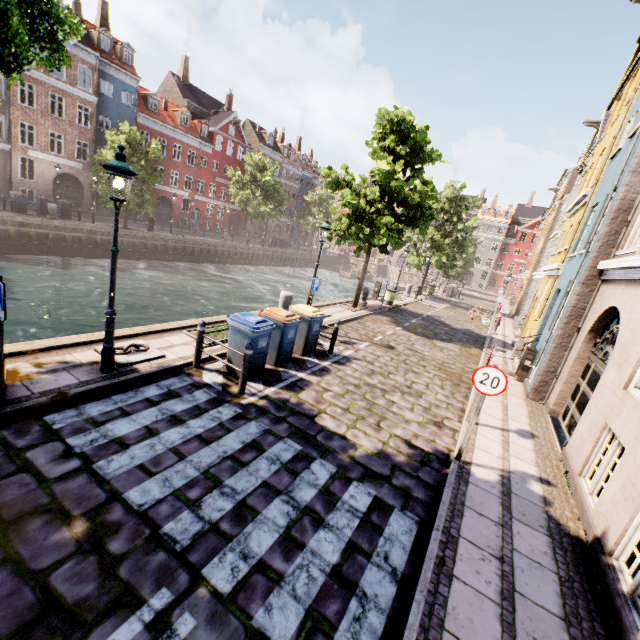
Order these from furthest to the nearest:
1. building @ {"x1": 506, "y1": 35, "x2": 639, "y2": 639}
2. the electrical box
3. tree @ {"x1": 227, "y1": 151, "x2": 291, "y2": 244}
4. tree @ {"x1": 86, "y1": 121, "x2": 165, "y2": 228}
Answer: tree @ {"x1": 227, "y1": 151, "x2": 291, "y2": 244}
tree @ {"x1": 86, "y1": 121, "x2": 165, "y2": 228}
the electrical box
building @ {"x1": 506, "y1": 35, "x2": 639, "y2": 639}

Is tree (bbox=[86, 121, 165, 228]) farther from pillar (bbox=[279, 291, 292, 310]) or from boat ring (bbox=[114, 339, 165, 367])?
pillar (bbox=[279, 291, 292, 310])

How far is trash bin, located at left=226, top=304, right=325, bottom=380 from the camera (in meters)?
7.07

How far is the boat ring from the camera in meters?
6.5 m

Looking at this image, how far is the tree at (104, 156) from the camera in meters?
24.4 m

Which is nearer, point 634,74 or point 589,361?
point 589,361

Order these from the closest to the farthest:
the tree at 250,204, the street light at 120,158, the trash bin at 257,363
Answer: the street light at 120,158 < the trash bin at 257,363 < the tree at 250,204

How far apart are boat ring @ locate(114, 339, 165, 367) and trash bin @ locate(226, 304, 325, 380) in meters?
2.2 m
